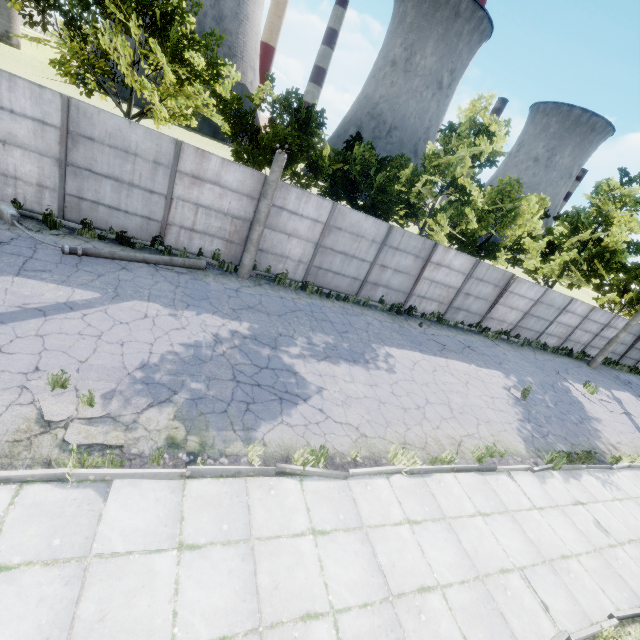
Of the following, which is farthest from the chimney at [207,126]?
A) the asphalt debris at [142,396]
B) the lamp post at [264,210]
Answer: the asphalt debris at [142,396]

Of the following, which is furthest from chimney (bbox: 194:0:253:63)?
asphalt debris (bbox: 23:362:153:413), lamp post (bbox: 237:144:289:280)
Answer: asphalt debris (bbox: 23:362:153:413)

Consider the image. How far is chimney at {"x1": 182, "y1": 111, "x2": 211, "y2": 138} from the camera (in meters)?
57.98

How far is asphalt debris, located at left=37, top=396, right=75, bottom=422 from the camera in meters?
5.0

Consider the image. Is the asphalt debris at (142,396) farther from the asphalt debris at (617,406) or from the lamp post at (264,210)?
the asphalt debris at (617,406)

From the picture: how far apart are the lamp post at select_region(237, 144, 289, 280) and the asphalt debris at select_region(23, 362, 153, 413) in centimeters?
648cm

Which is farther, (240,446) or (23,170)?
(23,170)
